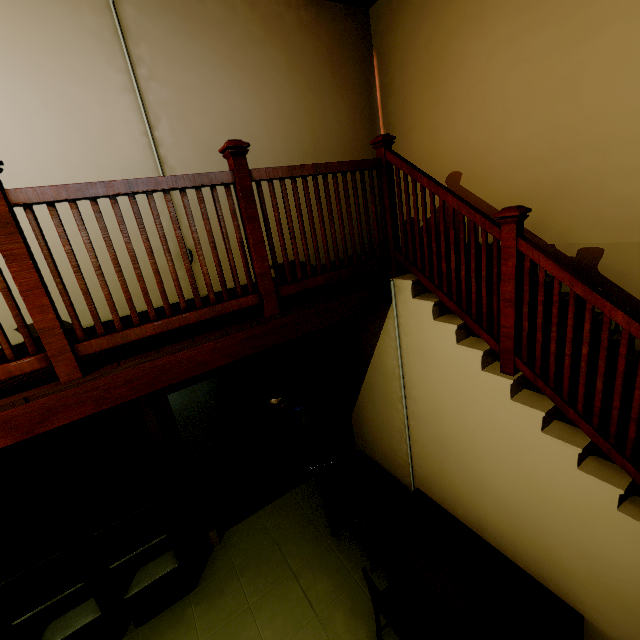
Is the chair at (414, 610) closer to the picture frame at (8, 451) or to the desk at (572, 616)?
the desk at (572, 616)

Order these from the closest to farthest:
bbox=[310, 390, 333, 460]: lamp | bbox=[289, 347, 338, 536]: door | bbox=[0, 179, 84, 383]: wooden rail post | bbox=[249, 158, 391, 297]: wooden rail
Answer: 1. bbox=[0, 179, 84, 383]: wooden rail post
2. bbox=[249, 158, 391, 297]: wooden rail
3. bbox=[289, 347, 338, 536]: door
4. bbox=[310, 390, 333, 460]: lamp

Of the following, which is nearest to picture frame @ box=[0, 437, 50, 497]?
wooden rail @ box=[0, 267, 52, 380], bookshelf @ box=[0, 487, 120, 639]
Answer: bookshelf @ box=[0, 487, 120, 639]

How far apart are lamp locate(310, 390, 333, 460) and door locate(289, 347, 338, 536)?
0.0m

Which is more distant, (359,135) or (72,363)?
(359,135)

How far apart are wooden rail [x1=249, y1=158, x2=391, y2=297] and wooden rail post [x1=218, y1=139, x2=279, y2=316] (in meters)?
0.03

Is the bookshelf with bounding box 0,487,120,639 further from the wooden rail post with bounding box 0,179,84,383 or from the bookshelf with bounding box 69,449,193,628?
the wooden rail post with bounding box 0,179,84,383

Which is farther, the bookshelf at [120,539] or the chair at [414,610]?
the bookshelf at [120,539]
